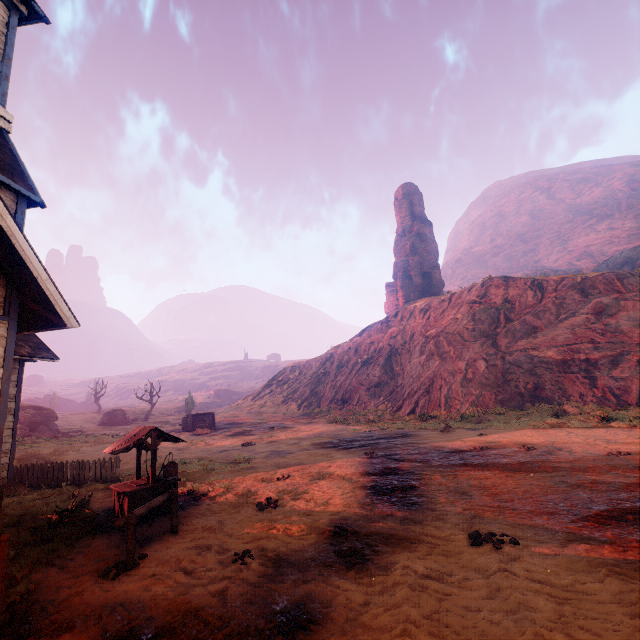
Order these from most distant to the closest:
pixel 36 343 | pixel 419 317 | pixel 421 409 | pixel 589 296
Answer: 1. pixel 419 317
2. pixel 421 409
3. pixel 589 296
4. pixel 36 343

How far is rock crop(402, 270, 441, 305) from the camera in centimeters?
5928cm

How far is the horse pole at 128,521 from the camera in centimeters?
589cm

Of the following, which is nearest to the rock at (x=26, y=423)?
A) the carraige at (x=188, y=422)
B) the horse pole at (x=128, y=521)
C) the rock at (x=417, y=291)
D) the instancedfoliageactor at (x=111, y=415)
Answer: the instancedfoliageactor at (x=111, y=415)

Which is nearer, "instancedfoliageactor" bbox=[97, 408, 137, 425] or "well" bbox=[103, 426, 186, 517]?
"well" bbox=[103, 426, 186, 517]

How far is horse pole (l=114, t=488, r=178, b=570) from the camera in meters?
5.9

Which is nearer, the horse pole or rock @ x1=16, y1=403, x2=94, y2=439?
the horse pole

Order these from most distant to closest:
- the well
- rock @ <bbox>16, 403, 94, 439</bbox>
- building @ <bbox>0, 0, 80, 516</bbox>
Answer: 1. rock @ <bbox>16, 403, 94, 439</bbox>
2. the well
3. building @ <bbox>0, 0, 80, 516</bbox>
